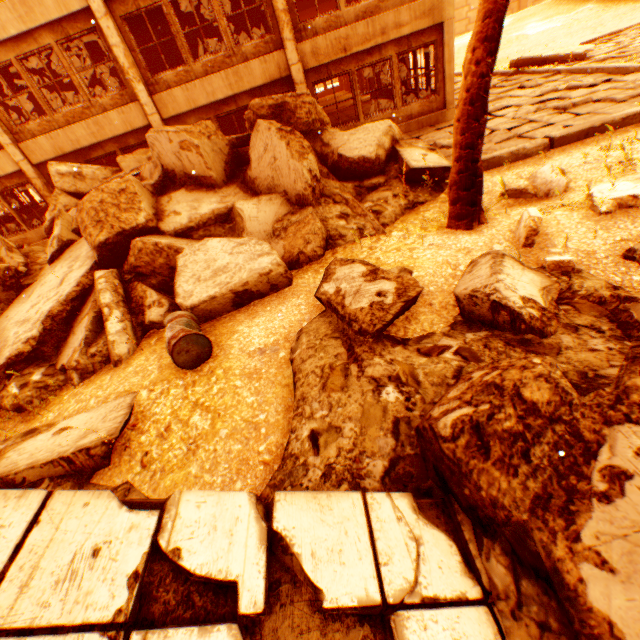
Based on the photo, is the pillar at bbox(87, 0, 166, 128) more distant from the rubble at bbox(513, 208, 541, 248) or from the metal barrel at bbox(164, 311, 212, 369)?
the metal barrel at bbox(164, 311, 212, 369)

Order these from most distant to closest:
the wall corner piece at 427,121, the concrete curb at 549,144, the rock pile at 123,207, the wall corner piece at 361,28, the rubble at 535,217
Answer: the wall corner piece at 427,121
the wall corner piece at 361,28
the concrete curb at 549,144
the rock pile at 123,207
the rubble at 535,217

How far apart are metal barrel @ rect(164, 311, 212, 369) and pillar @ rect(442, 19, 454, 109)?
11.7m

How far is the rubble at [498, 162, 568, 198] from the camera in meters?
5.6 m

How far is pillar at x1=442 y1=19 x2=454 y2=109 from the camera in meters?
10.1

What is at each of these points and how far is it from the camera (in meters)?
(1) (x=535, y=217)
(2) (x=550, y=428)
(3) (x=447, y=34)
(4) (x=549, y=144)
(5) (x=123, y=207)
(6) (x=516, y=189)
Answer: (1) rubble, 4.11
(2) rock pile, 1.80
(3) pillar, 10.21
(4) concrete curb, 7.50
(5) rock pile, 6.73
(6) rubble, 5.90

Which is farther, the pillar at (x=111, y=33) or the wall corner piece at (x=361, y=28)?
the wall corner piece at (x=361, y=28)

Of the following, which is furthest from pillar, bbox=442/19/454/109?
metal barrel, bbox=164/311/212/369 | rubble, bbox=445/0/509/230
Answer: metal barrel, bbox=164/311/212/369
